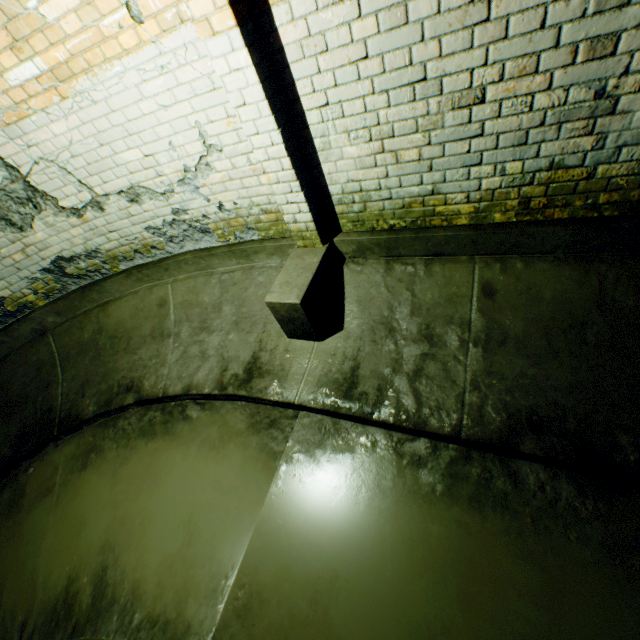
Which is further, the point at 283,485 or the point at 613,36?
the point at 283,485
